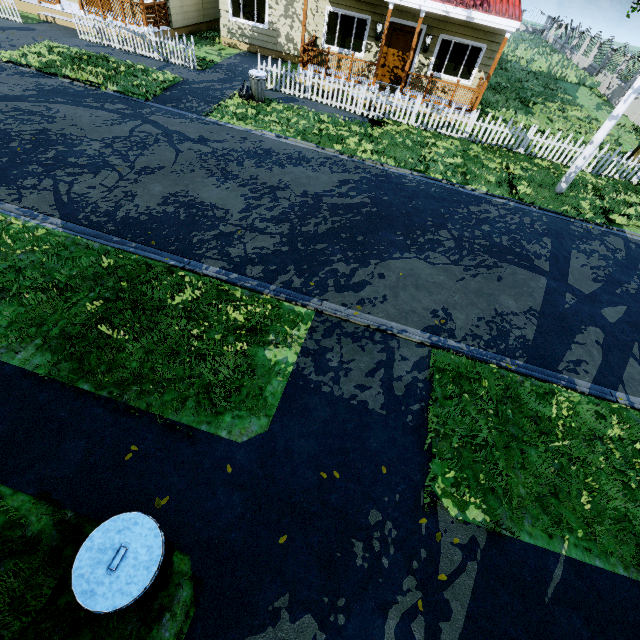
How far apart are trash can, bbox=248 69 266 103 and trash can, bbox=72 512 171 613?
13.6 meters

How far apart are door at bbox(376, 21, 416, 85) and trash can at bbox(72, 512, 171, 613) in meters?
18.3

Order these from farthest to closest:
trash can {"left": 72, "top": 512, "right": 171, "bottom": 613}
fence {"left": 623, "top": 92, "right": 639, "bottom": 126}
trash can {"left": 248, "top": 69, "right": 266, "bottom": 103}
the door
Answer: fence {"left": 623, "top": 92, "right": 639, "bottom": 126} → the door → trash can {"left": 248, "top": 69, "right": 266, "bottom": 103} → trash can {"left": 72, "top": 512, "right": 171, "bottom": 613}

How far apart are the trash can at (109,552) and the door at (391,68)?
18.33m

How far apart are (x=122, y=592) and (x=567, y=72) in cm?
3827

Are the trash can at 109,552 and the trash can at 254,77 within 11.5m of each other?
no

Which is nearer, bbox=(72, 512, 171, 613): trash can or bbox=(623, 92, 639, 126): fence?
bbox=(72, 512, 171, 613): trash can

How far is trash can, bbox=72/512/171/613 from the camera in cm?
250
